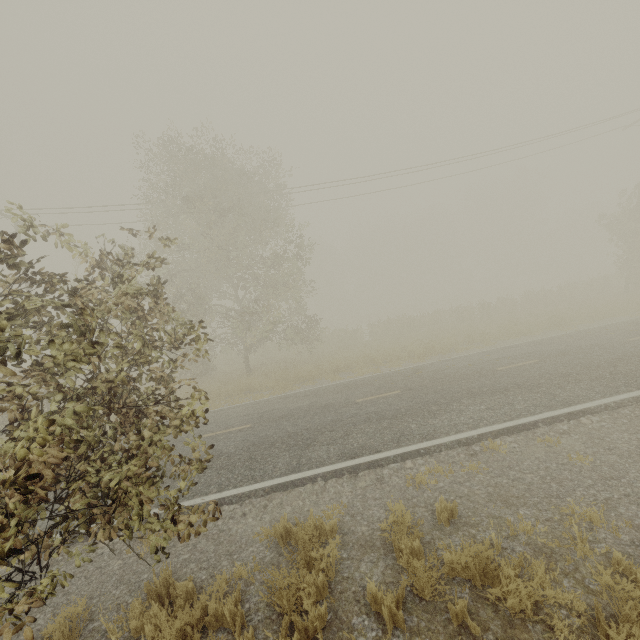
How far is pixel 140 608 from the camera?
4.3m
